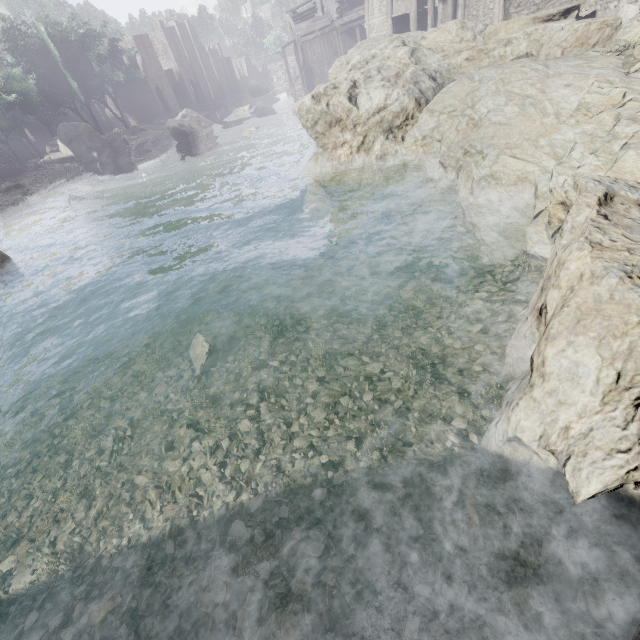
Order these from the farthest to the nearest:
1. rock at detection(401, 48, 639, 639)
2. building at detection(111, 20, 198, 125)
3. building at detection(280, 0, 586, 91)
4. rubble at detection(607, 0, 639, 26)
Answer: building at detection(111, 20, 198, 125)
building at detection(280, 0, 586, 91)
rubble at detection(607, 0, 639, 26)
rock at detection(401, 48, 639, 639)

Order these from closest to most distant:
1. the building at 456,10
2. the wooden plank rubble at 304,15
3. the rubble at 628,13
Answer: the rubble at 628,13, the building at 456,10, the wooden plank rubble at 304,15

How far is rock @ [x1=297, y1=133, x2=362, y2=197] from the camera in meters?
9.9 m

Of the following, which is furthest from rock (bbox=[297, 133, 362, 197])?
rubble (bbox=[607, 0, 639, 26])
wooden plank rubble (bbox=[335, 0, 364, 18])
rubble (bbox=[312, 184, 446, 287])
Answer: wooden plank rubble (bbox=[335, 0, 364, 18])

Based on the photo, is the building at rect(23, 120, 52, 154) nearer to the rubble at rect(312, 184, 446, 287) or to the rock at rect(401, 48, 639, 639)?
the rock at rect(401, 48, 639, 639)

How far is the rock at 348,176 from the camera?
9.9m

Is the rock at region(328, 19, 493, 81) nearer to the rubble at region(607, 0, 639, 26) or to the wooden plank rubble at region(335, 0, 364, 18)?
the rubble at region(607, 0, 639, 26)

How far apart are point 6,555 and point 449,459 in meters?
5.3
